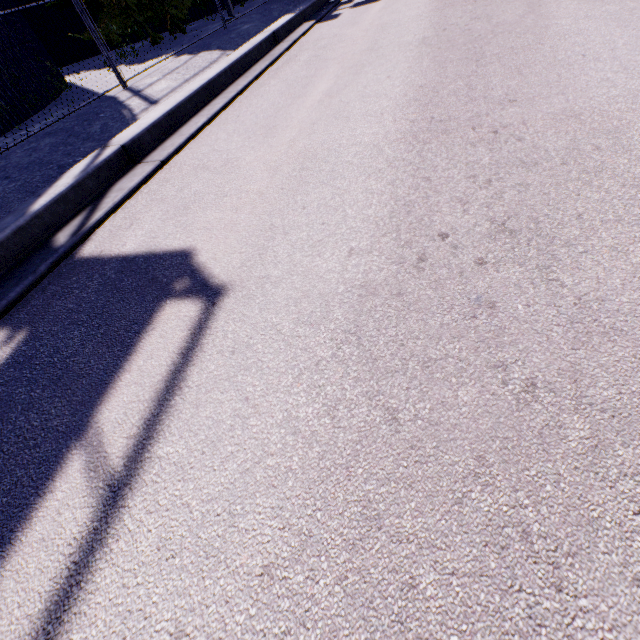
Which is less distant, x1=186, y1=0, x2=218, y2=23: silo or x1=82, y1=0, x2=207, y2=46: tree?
x1=82, y1=0, x2=207, y2=46: tree

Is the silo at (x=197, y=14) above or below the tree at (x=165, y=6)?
below

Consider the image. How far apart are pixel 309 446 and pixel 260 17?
14.1m

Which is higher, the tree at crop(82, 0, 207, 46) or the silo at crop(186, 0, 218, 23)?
the tree at crop(82, 0, 207, 46)

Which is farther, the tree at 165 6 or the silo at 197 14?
the silo at 197 14
